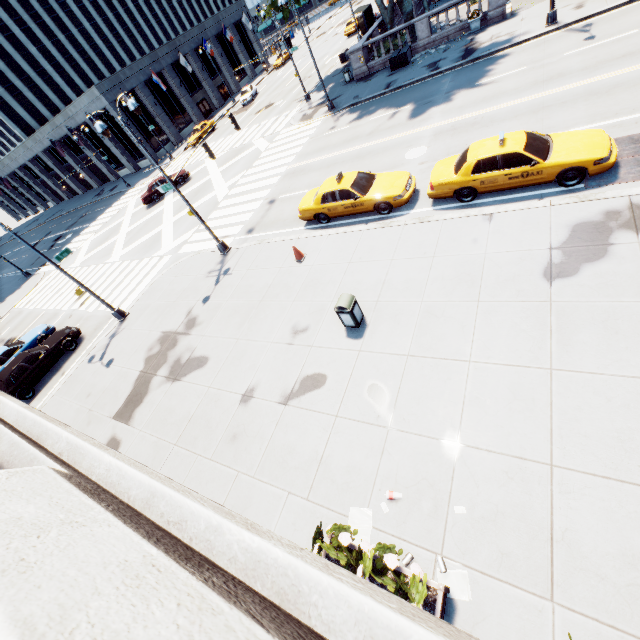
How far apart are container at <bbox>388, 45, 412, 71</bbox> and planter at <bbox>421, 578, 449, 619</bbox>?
30.4m

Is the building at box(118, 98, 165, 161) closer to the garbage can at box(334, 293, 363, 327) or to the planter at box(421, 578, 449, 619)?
the garbage can at box(334, 293, 363, 327)

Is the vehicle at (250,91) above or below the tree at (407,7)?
below

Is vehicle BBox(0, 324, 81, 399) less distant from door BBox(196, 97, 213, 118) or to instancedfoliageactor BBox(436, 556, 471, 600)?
instancedfoliageactor BBox(436, 556, 471, 600)

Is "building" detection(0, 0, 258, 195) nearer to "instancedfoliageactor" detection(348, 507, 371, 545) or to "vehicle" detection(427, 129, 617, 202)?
"vehicle" detection(427, 129, 617, 202)

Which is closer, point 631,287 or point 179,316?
point 631,287

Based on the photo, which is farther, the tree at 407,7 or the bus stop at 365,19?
the bus stop at 365,19

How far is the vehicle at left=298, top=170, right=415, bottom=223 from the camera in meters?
12.7 m
